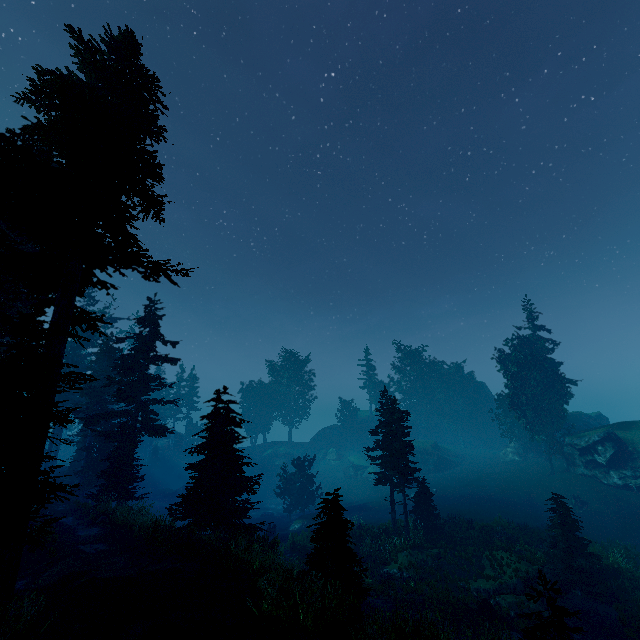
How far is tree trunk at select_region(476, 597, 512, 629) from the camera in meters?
16.1

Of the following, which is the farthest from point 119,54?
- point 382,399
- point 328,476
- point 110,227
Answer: point 328,476

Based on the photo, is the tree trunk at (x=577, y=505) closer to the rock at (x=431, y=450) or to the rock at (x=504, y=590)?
the rock at (x=504, y=590)

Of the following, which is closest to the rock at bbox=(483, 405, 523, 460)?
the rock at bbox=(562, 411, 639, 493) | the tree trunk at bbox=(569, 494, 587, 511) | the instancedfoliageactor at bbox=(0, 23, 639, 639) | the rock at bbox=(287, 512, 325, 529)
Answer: the instancedfoliageactor at bbox=(0, 23, 639, 639)

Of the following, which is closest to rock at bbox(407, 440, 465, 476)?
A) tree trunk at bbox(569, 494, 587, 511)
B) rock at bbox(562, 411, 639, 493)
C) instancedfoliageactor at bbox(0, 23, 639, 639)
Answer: instancedfoliageactor at bbox(0, 23, 639, 639)

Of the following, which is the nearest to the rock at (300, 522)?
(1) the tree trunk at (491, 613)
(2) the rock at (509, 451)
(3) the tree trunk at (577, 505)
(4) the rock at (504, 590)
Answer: (4) the rock at (504, 590)

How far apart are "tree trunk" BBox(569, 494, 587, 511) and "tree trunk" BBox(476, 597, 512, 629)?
18.6m

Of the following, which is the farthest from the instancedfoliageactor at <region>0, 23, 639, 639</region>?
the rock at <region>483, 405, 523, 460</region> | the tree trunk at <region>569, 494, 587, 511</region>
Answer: the tree trunk at <region>569, 494, 587, 511</region>
